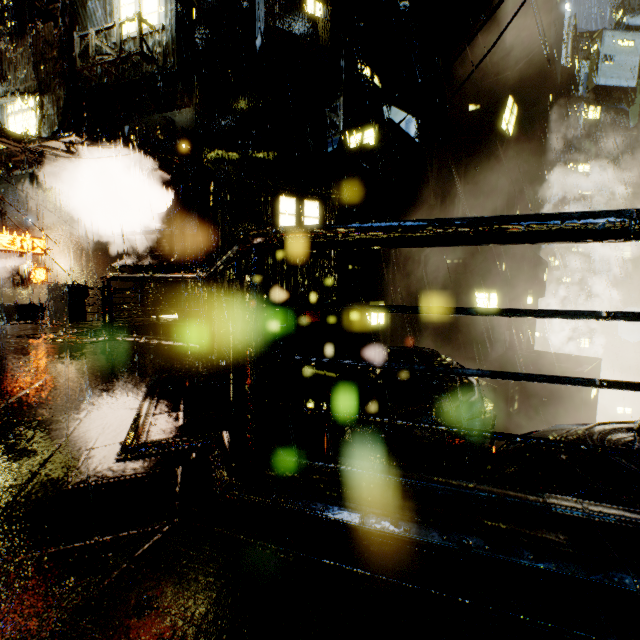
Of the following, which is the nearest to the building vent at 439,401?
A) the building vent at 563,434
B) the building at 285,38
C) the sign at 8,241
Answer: the building at 285,38

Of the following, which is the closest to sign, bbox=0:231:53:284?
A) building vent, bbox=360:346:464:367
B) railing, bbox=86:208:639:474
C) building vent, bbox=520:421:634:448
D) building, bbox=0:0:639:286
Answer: building, bbox=0:0:639:286

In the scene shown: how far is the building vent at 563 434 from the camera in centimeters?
321cm

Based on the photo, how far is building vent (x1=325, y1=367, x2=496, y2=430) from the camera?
9.7m

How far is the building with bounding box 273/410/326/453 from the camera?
15.3 meters

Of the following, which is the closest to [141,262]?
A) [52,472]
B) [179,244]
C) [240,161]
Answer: [179,244]

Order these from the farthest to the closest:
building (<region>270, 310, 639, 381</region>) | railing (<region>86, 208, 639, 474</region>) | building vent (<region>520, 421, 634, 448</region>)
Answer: building (<region>270, 310, 639, 381</region>)
building vent (<region>520, 421, 634, 448</region>)
railing (<region>86, 208, 639, 474</region>)
